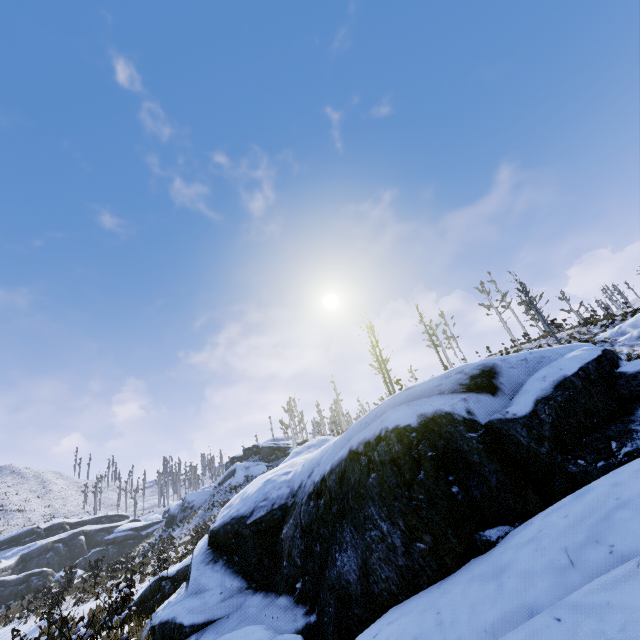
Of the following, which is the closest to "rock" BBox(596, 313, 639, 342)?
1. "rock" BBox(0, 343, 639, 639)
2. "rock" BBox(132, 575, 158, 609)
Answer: "rock" BBox(0, 343, 639, 639)

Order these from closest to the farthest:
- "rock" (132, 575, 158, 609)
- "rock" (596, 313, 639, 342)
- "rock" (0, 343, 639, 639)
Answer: "rock" (0, 343, 639, 639) → "rock" (132, 575, 158, 609) → "rock" (596, 313, 639, 342)

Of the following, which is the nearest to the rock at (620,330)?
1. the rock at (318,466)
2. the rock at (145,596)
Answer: the rock at (318,466)

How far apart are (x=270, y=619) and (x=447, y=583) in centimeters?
317cm

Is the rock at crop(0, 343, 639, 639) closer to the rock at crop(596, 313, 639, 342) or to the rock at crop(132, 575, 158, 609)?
the rock at crop(132, 575, 158, 609)

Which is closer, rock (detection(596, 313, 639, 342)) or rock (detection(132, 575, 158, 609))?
rock (detection(132, 575, 158, 609))

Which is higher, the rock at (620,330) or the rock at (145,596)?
the rock at (620,330)

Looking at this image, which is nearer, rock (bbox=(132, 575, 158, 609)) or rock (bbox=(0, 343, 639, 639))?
rock (bbox=(0, 343, 639, 639))
